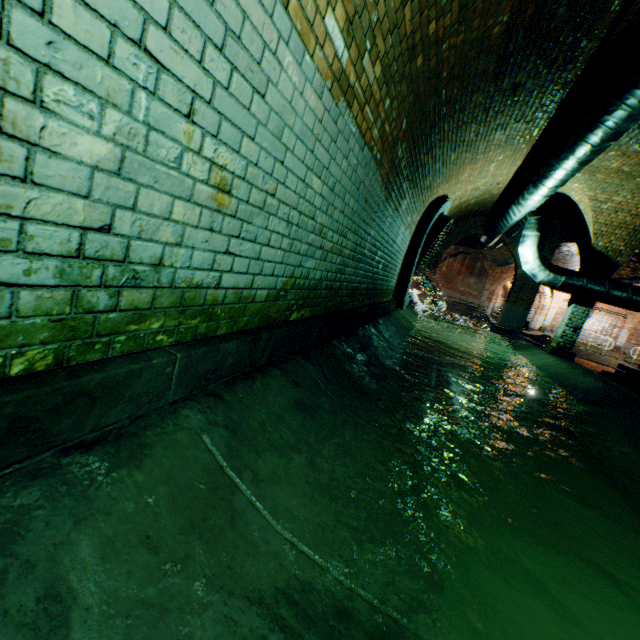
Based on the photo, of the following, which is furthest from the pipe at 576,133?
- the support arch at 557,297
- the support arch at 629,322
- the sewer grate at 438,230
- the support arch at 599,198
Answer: the support arch at 629,322

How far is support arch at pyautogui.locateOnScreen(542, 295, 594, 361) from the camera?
8.9 meters

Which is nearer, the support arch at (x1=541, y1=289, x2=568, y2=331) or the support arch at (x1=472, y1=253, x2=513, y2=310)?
the support arch at (x1=541, y1=289, x2=568, y2=331)

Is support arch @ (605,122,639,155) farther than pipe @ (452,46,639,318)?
Yes

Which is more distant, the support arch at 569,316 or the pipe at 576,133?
the support arch at 569,316

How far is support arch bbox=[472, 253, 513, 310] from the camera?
25.8 meters

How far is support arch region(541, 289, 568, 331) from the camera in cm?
2523

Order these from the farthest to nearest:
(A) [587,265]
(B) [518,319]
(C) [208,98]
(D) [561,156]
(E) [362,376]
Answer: (B) [518,319]
(A) [587,265]
(D) [561,156]
(E) [362,376]
(C) [208,98]
